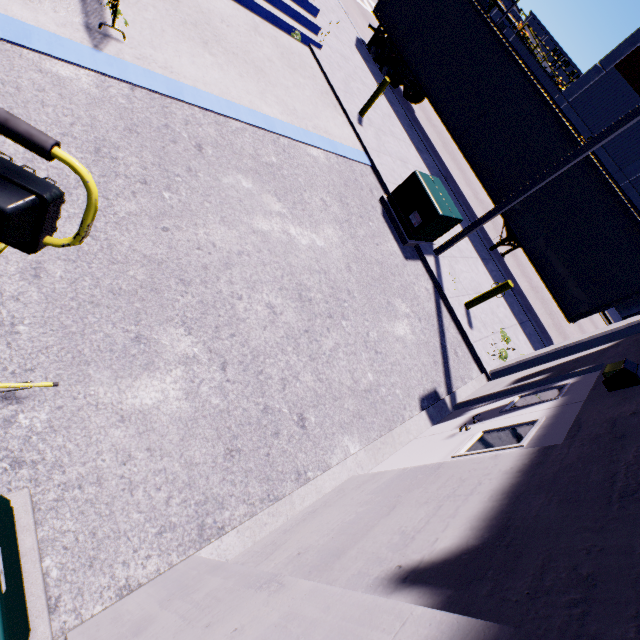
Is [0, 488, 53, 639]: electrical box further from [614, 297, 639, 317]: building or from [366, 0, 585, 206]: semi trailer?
[366, 0, 585, 206]: semi trailer

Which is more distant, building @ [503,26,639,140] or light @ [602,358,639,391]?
building @ [503,26,639,140]

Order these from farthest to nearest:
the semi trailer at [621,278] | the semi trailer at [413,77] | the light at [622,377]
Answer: the semi trailer at [413,77]
the semi trailer at [621,278]
the light at [622,377]

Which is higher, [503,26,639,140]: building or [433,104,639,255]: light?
[503,26,639,140]: building

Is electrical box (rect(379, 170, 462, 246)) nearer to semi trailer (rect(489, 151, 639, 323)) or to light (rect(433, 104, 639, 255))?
light (rect(433, 104, 639, 255))

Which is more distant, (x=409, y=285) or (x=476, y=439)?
(x=409, y=285)

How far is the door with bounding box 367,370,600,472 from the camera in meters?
3.2

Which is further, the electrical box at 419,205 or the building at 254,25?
the electrical box at 419,205
